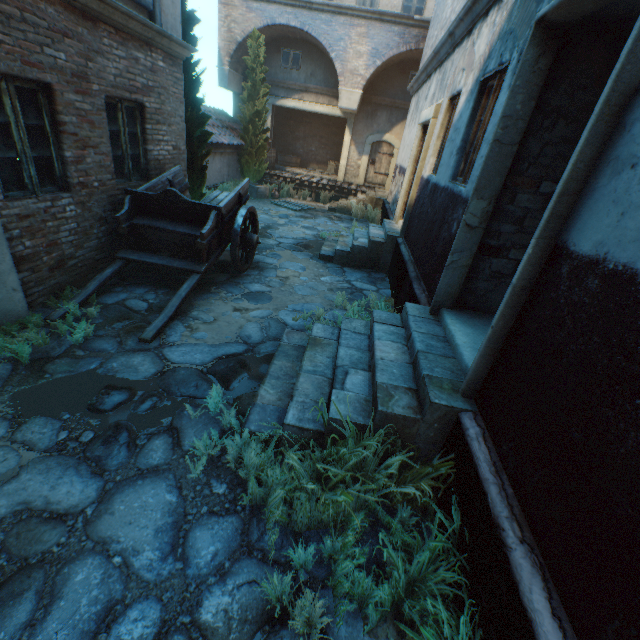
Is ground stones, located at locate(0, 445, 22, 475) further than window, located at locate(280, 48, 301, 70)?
No

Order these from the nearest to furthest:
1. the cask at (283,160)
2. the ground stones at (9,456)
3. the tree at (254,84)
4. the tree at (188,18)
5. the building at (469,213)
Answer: the building at (469,213), the ground stones at (9,456), the tree at (188,18), the tree at (254,84), the cask at (283,160)

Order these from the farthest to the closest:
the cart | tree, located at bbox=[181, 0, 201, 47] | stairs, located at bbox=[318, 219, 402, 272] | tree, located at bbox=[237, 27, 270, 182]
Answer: tree, located at bbox=[237, 27, 270, 182] < stairs, located at bbox=[318, 219, 402, 272] < tree, located at bbox=[181, 0, 201, 47] < the cart

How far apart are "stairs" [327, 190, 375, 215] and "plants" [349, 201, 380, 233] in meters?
0.0

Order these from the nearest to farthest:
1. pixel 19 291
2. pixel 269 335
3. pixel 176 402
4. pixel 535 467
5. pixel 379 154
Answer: pixel 535 467 → pixel 176 402 → pixel 19 291 → pixel 269 335 → pixel 379 154

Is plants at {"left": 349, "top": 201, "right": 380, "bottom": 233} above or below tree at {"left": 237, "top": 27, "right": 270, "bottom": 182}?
below

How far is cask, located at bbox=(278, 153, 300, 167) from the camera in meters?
18.5 m

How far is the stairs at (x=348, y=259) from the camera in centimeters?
809cm
